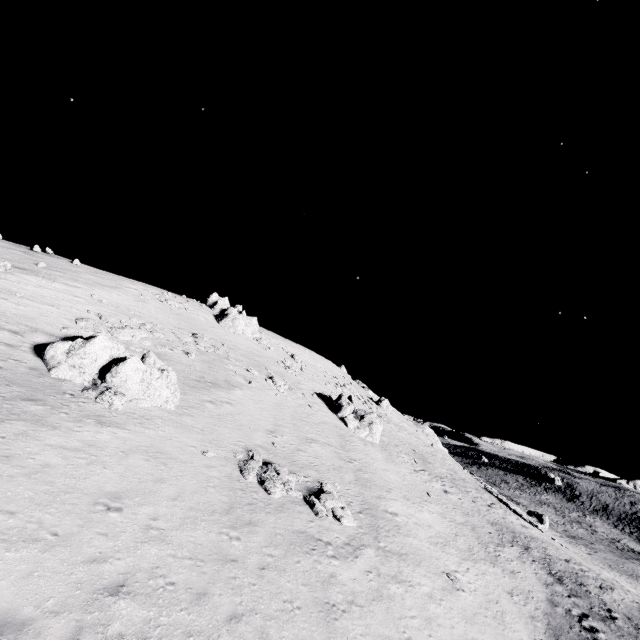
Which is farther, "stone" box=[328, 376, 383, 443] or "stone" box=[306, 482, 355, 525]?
"stone" box=[328, 376, 383, 443]

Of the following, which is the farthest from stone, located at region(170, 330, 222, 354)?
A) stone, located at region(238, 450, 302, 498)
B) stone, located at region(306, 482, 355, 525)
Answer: stone, located at region(306, 482, 355, 525)

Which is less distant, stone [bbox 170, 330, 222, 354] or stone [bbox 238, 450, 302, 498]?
stone [bbox 238, 450, 302, 498]

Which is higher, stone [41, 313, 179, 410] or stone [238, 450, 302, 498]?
stone [41, 313, 179, 410]

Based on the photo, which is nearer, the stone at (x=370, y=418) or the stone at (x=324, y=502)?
the stone at (x=324, y=502)

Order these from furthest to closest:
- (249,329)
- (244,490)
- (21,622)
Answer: (249,329) → (244,490) → (21,622)

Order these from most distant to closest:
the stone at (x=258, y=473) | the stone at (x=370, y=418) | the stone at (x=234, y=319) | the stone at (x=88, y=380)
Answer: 1. the stone at (x=234, y=319)
2. the stone at (x=370, y=418)
3. the stone at (x=88, y=380)
4. the stone at (x=258, y=473)

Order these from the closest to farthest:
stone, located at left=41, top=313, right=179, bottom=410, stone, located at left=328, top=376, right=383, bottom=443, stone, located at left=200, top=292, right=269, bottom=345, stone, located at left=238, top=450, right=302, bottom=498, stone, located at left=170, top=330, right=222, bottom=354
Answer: stone, located at left=238, top=450, right=302, bottom=498 → stone, located at left=41, top=313, right=179, bottom=410 → stone, located at left=170, top=330, right=222, bottom=354 → stone, located at left=328, top=376, right=383, bottom=443 → stone, located at left=200, top=292, right=269, bottom=345
